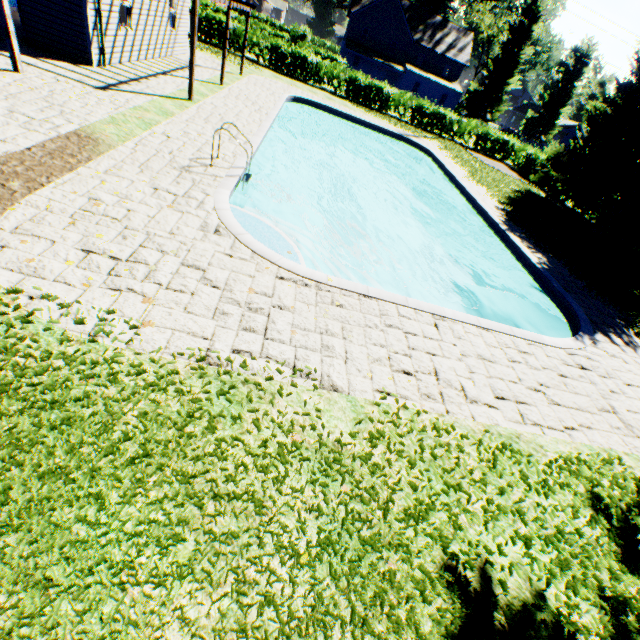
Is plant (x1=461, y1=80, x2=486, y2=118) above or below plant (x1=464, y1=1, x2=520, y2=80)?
below

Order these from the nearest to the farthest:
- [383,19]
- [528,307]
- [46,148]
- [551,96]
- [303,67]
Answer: [46,148], [528,307], [303,67], [383,19], [551,96]

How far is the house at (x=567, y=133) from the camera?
55.8m

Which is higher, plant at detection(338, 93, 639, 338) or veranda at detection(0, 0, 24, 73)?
veranda at detection(0, 0, 24, 73)

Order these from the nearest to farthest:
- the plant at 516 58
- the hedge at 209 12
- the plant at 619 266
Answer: the plant at 619 266 < the hedge at 209 12 < the plant at 516 58

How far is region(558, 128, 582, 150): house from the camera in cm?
5581

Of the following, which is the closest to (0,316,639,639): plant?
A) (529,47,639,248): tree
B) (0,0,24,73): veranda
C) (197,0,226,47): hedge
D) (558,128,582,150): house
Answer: (558,128,582,150): house

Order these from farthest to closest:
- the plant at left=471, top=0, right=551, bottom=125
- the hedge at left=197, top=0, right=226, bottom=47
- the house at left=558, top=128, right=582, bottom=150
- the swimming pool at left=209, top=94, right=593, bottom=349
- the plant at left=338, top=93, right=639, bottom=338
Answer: the house at left=558, top=128, right=582, bottom=150 → the plant at left=471, top=0, right=551, bottom=125 → the hedge at left=197, top=0, right=226, bottom=47 → the plant at left=338, top=93, right=639, bottom=338 → the swimming pool at left=209, top=94, right=593, bottom=349
